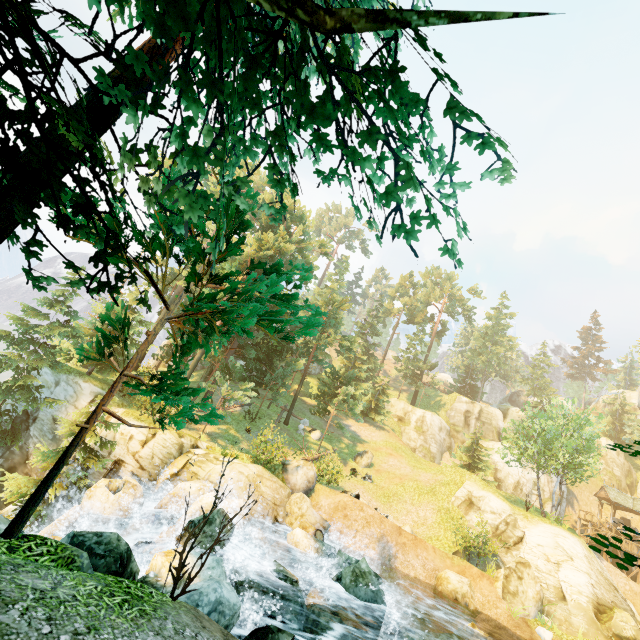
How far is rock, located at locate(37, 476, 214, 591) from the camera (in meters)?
6.29

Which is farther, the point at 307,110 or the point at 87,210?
the point at 87,210

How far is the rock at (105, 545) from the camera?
6.3 meters

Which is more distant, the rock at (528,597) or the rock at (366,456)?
the rock at (366,456)

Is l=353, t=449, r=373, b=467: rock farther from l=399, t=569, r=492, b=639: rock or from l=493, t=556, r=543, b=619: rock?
l=399, t=569, r=492, b=639: rock

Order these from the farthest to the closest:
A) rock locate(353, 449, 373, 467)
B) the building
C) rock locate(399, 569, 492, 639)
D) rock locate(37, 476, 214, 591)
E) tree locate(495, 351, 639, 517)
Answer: the building, rock locate(353, 449, 373, 467), tree locate(495, 351, 639, 517), rock locate(399, 569, 492, 639), rock locate(37, 476, 214, 591)

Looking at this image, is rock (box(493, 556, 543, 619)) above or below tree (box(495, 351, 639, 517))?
below
